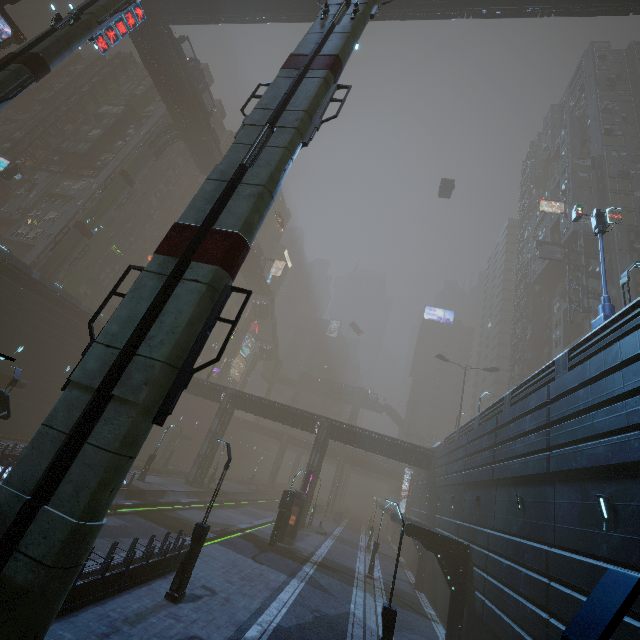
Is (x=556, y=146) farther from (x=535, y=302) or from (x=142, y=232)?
(x=142, y=232)

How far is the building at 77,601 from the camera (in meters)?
9.41

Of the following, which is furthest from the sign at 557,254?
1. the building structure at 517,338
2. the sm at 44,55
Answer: the sm at 44,55

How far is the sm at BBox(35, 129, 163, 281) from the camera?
34.87m

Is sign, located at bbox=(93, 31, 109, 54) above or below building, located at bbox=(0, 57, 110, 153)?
below

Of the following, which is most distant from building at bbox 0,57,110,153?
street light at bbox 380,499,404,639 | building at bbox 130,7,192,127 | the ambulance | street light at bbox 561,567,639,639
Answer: the ambulance

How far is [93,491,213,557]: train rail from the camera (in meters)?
18.94

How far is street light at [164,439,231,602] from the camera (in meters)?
11.85
